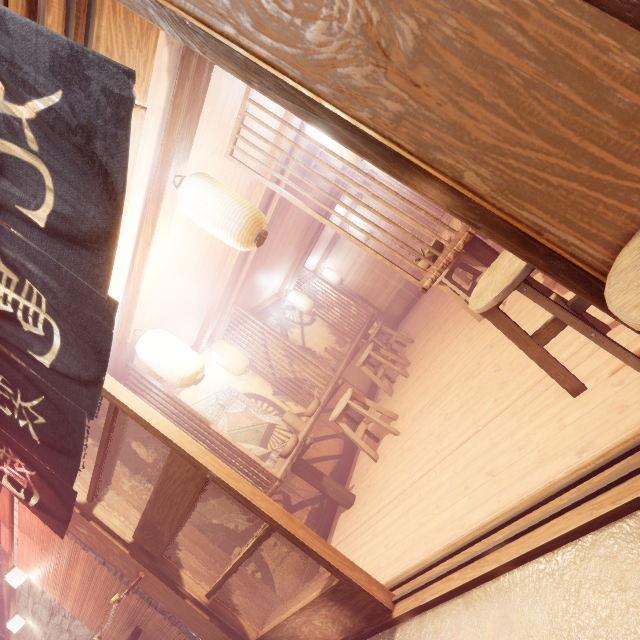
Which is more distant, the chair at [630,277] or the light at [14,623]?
the light at [14,623]

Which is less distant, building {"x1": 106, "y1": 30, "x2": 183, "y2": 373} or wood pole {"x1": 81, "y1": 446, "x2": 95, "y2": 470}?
building {"x1": 106, "y1": 30, "x2": 183, "y2": 373}

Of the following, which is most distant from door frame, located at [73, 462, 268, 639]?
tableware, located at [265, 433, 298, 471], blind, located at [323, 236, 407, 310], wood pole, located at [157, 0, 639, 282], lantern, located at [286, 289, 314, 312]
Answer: blind, located at [323, 236, 407, 310]

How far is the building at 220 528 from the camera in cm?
577

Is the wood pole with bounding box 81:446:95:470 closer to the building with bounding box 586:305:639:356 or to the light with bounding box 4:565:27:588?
the building with bounding box 586:305:639:356

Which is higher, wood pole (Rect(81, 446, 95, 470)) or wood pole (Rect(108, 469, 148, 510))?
wood pole (Rect(81, 446, 95, 470))

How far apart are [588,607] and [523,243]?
2.3 meters

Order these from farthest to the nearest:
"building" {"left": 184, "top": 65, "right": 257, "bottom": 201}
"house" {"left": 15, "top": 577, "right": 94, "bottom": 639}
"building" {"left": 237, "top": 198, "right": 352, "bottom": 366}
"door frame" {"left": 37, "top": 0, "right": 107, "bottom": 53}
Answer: "building" {"left": 237, "top": 198, "right": 352, "bottom": 366} → "house" {"left": 15, "top": 577, "right": 94, "bottom": 639} → "building" {"left": 184, "top": 65, "right": 257, "bottom": 201} → "door frame" {"left": 37, "top": 0, "right": 107, "bottom": 53}
